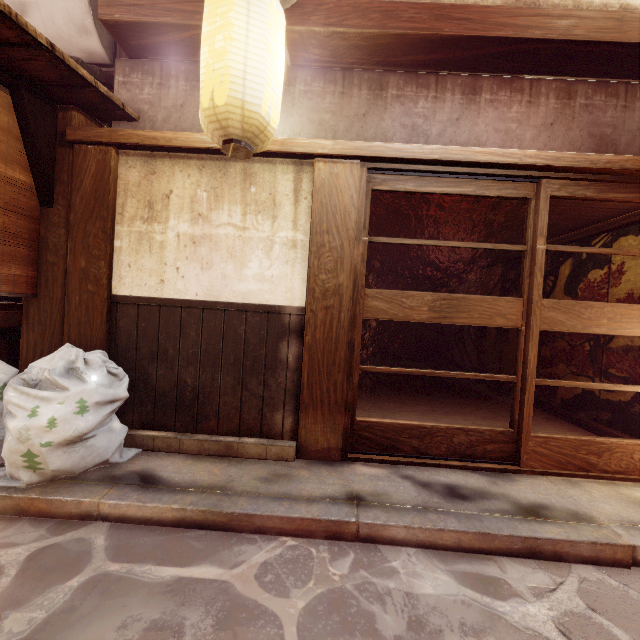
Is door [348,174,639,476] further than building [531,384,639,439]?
No

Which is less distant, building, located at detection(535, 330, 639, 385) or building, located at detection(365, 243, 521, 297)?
building, located at detection(535, 330, 639, 385)

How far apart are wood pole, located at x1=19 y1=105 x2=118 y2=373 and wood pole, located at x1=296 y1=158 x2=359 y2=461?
3.41m

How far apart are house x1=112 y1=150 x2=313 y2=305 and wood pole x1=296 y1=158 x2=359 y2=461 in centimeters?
1cm

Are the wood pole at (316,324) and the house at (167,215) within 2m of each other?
yes

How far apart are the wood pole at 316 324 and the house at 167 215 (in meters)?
0.01

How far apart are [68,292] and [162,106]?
3.8 meters

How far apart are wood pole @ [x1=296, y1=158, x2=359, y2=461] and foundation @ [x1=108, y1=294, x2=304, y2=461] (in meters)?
0.01
